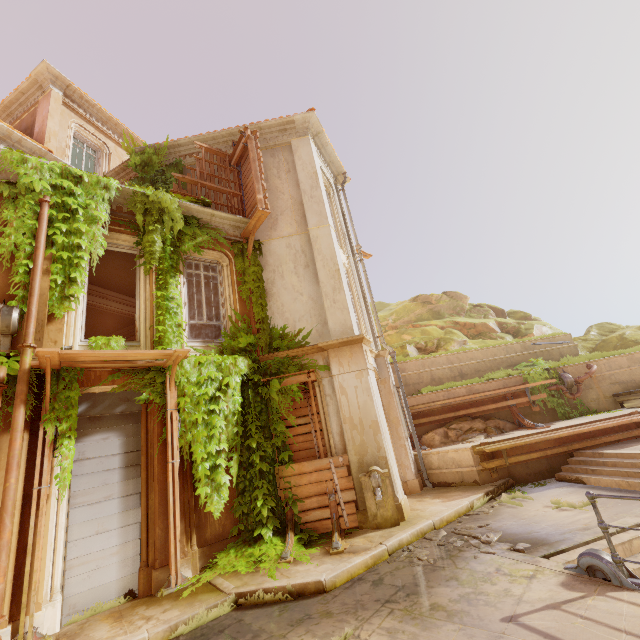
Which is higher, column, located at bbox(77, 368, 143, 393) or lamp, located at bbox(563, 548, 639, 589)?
column, located at bbox(77, 368, 143, 393)

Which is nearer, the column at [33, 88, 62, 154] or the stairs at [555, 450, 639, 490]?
the stairs at [555, 450, 639, 490]

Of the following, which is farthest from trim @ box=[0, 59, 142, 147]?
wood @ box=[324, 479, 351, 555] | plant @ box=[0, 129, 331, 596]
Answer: wood @ box=[324, 479, 351, 555]

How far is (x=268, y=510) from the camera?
7.4m

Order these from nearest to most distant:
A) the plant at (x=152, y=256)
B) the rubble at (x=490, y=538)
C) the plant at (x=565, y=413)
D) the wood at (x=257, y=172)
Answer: the rubble at (x=490, y=538) → the plant at (x=152, y=256) → the wood at (x=257, y=172) → the plant at (x=565, y=413)

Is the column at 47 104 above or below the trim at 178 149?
above

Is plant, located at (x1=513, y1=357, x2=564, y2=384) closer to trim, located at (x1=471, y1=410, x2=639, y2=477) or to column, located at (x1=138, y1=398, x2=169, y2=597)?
trim, located at (x1=471, y1=410, x2=639, y2=477)

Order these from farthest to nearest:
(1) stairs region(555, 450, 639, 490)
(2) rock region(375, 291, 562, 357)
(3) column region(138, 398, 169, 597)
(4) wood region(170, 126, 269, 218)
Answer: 1. (2) rock region(375, 291, 562, 357)
2. (4) wood region(170, 126, 269, 218)
3. (1) stairs region(555, 450, 639, 490)
4. (3) column region(138, 398, 169, 597)
